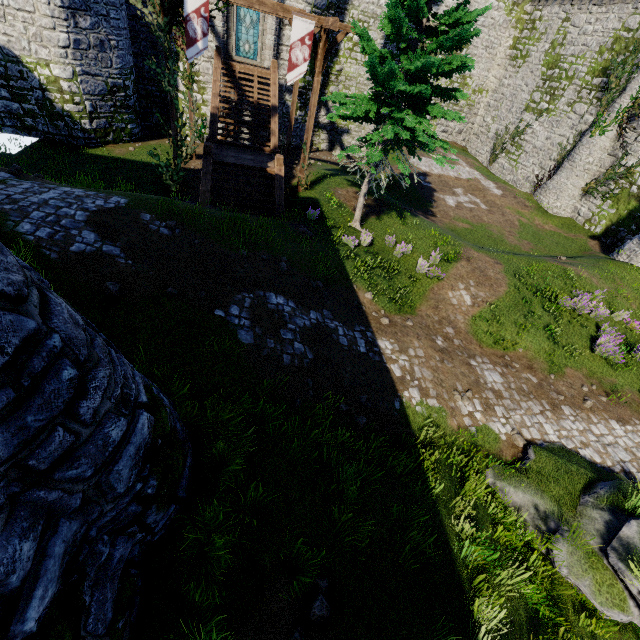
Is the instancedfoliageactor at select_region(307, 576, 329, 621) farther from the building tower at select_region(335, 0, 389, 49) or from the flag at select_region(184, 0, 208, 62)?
the building tower at select_region(335, 0, 389, 49)

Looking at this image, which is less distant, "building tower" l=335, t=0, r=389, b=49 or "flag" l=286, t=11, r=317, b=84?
"flag" l=286, t=11, r=317, b=84

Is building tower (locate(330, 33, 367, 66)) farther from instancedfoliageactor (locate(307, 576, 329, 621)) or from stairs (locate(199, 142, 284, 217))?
instancedfoliageactor (locate(307, 576, 329, 621))

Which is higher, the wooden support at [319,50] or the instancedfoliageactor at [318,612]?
the wooden support at [319,50]

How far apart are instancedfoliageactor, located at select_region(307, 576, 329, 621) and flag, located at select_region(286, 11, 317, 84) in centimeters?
1546cm

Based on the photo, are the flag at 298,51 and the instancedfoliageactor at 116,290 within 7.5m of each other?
no

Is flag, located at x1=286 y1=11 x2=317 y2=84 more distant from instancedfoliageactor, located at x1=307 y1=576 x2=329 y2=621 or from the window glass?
instancedfoliageactor, located at x1=307 y1=576 x2=329 y2=621

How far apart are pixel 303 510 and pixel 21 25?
23.37m
